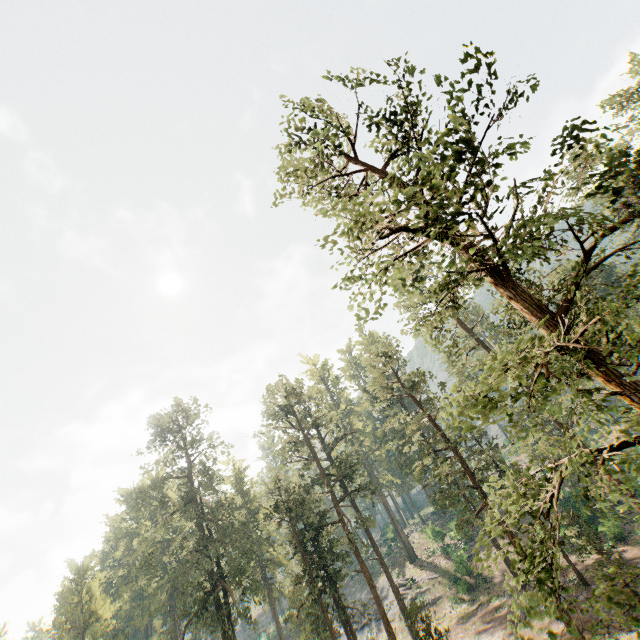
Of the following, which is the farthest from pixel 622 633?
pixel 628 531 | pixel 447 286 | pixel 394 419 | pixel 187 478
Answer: pixel 187 478
